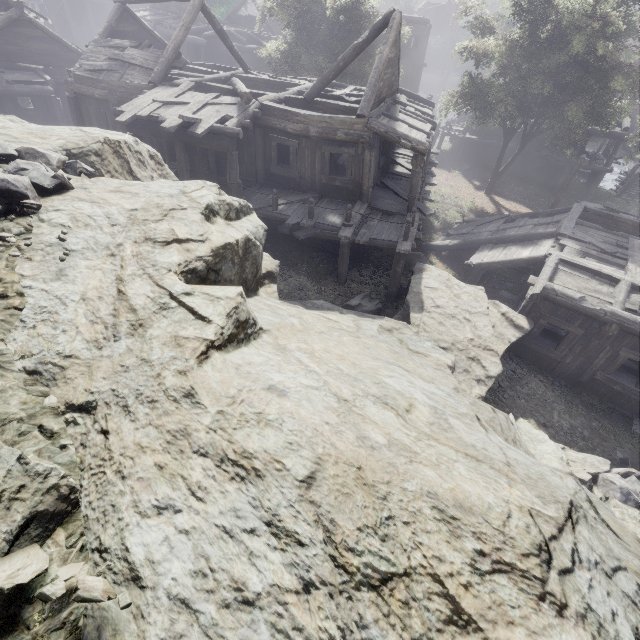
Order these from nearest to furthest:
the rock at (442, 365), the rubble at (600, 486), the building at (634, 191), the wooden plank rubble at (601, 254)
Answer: the rock at (442, 365)
the rubble at (600, 486)
the wooden plank rubble at (601, 254)
the building at (634, 191)

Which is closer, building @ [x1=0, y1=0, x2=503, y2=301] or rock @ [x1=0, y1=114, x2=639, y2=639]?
rock @ [x1=0, y1=114, x2=639, y2=639]

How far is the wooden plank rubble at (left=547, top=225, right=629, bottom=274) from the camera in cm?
1191

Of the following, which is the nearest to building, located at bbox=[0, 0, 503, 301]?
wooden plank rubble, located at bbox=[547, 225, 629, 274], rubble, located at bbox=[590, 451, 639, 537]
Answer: wooden plank rubble, located at bbox=[547, 225, 629, 274]

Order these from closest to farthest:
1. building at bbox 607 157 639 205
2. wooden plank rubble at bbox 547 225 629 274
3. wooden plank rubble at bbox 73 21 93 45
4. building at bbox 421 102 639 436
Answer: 1. building at bbox 421 102 639 436
2. wooden plank rubble at bbox 547 225 629 274
3. building at bbox 607 157 639 205
4. wooden plank rubble at bbox 73 21 93 45

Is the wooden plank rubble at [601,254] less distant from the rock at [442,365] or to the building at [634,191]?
the building at [634,191]

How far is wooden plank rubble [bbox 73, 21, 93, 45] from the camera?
37.1 meters

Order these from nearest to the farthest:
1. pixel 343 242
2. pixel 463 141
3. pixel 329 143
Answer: pixel 343 242 → pixel 329 143 → pixel 463 141
